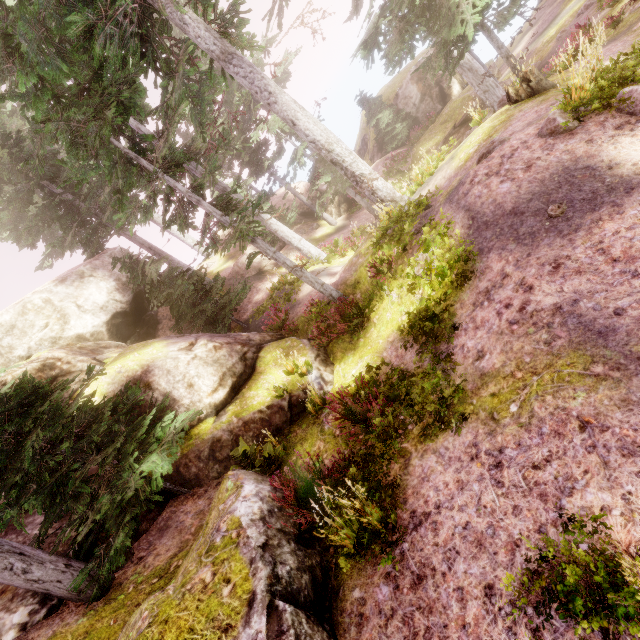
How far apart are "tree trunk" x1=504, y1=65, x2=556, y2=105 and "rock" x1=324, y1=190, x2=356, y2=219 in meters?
13.7 m

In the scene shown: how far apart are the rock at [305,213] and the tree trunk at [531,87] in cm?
1365

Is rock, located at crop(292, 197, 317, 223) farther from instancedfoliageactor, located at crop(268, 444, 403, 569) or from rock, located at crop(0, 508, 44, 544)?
rock, located at crop(0, 508, 44, 544)

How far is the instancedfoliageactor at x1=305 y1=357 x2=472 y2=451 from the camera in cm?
527

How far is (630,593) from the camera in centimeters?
246cm

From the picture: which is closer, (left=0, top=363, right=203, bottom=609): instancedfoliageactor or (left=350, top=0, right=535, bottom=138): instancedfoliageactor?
(left=0, top=363, right=203, bottom=609): instancedfoliageactor

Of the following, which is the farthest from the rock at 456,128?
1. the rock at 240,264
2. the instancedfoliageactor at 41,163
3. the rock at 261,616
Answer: the rock at 261,616
